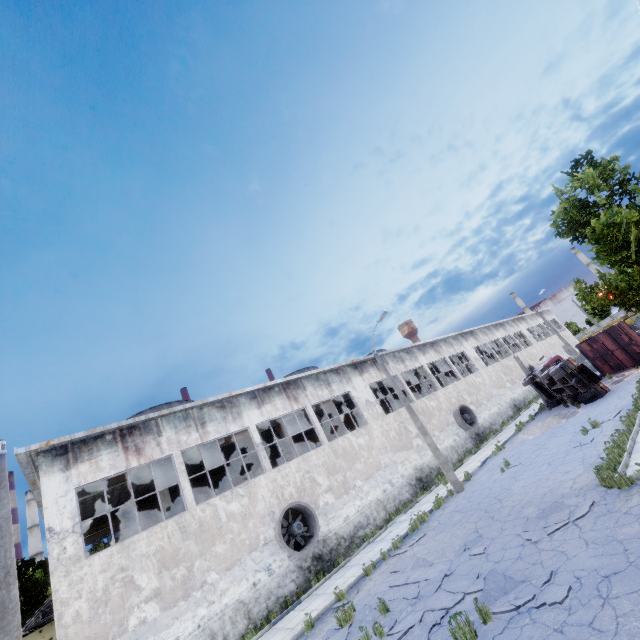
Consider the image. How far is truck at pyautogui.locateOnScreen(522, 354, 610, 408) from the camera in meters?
20.0

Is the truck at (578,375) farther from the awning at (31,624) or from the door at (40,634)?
the door at (40,634)

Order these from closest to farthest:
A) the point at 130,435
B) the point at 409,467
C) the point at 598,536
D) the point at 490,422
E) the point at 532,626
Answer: the point at 532,626, the point at 598,536, the point at 130,435, the point at 409,467, the point at 490,422

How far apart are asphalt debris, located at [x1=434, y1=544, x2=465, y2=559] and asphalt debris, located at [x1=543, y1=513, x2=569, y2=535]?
1.0 meters

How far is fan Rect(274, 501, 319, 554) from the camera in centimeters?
1496cm

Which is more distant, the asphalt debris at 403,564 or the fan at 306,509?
the fan at 306,509

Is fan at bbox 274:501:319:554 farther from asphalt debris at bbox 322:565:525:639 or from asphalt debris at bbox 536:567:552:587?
asphalt debris at bbox 536:567:552:587

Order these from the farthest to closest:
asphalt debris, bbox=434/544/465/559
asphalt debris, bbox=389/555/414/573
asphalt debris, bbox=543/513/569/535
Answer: asphalt debris, bbox=389/555/414/573 → asphalt debris, bbox=434/544/465/559 → asphalt debris, bbox=543/513/569/535
